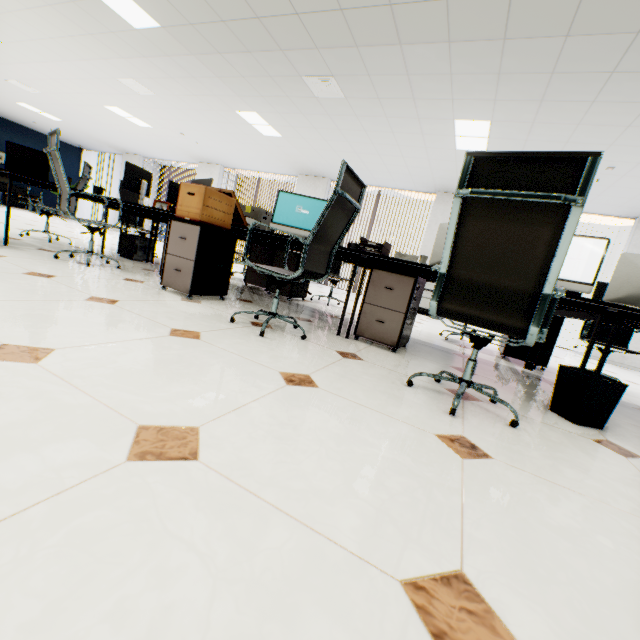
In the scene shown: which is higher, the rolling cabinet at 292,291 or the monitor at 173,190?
the monitor at 173,190

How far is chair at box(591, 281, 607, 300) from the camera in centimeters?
400cm

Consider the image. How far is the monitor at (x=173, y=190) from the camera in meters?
4.9

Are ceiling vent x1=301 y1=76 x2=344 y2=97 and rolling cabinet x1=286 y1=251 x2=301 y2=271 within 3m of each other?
yes

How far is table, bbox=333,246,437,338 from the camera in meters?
2.5

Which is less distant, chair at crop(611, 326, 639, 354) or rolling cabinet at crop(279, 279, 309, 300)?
chair at crop(611, 326, 639, 354)

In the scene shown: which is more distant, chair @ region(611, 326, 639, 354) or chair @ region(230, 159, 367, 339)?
chair @ region(611, 326, 639, 354)

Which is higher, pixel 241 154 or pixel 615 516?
pixel 241 154
